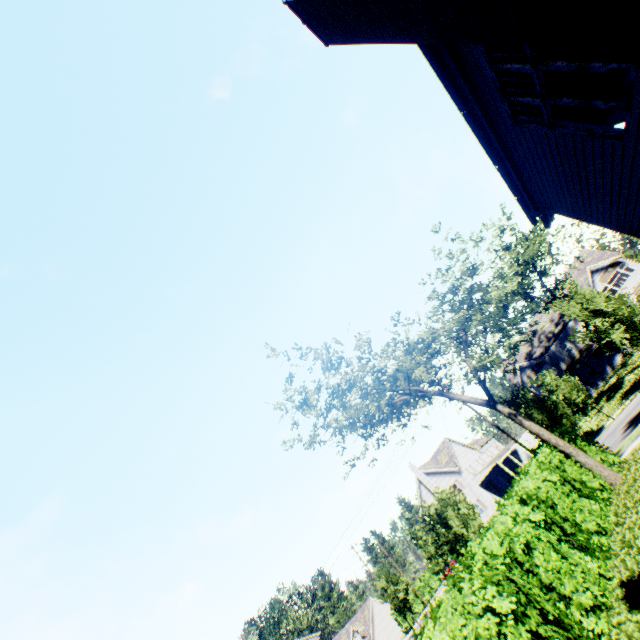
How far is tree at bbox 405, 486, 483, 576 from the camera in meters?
24.4 m

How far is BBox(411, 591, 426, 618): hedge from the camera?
55.8m

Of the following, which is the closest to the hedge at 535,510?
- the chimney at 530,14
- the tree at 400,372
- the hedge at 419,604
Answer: the tree at 400,372

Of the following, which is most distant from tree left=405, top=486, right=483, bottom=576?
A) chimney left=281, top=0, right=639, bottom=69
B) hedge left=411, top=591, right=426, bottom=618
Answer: hedge left=411, top=591, right=426, bottom=618

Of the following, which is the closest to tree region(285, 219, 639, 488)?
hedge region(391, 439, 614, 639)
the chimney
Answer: hedge region(391, 439, 614, 639)

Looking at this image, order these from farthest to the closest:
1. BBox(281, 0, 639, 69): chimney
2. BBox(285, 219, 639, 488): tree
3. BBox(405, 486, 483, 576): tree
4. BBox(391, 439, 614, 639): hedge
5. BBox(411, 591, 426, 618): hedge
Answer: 1. BBox(411, 591, 426, 618): hedge
2. BBox(405, 486, 483, 576): tree
3. BBox(285, 219, 639, 488): tree
4. BBox(391, 439, 614, 639): hedge
5. BBox(281, 0, 639, 69): chimney

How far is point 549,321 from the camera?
45.9m
